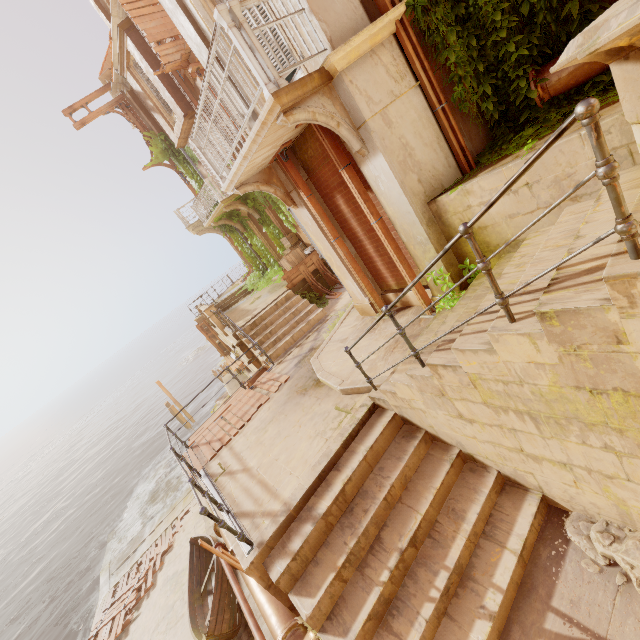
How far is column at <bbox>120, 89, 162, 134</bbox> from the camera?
17.23m

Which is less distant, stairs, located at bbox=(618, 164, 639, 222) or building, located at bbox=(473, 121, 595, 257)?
stairs, located at bbox=(618, 164, 639, 222)

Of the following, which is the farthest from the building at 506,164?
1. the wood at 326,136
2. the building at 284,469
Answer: the building at 284,469

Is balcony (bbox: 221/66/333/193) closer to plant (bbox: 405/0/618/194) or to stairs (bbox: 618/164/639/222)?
plant (bbox: 405/0/618/194)

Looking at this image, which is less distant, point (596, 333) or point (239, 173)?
point (596, 333)

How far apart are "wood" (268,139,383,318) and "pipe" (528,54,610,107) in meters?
3.9

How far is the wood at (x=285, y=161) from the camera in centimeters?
662cm

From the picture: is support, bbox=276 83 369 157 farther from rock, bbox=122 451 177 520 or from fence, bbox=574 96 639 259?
rock, bbox=122 451 177 520
